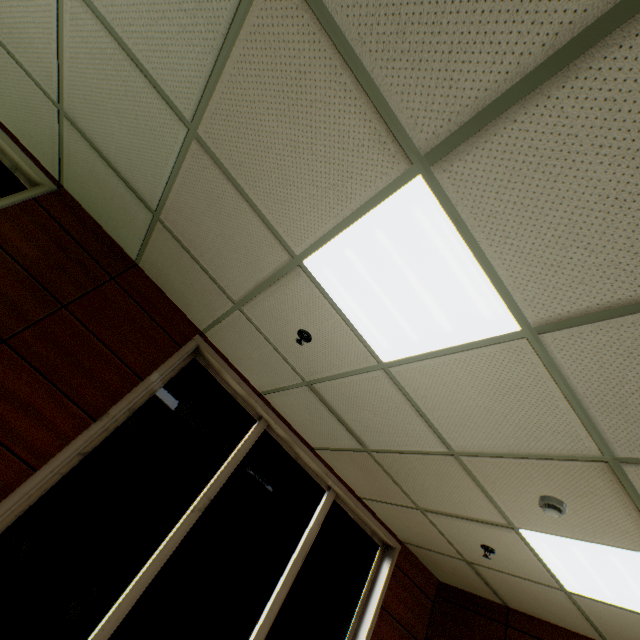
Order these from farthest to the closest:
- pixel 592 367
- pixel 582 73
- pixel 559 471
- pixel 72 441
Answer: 1. pixel 72 441
2. pixel 559 471
3. pixel 592 367
4. pixel 582 73

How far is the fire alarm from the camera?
2.3 meters

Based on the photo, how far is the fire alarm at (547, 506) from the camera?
2.3m
